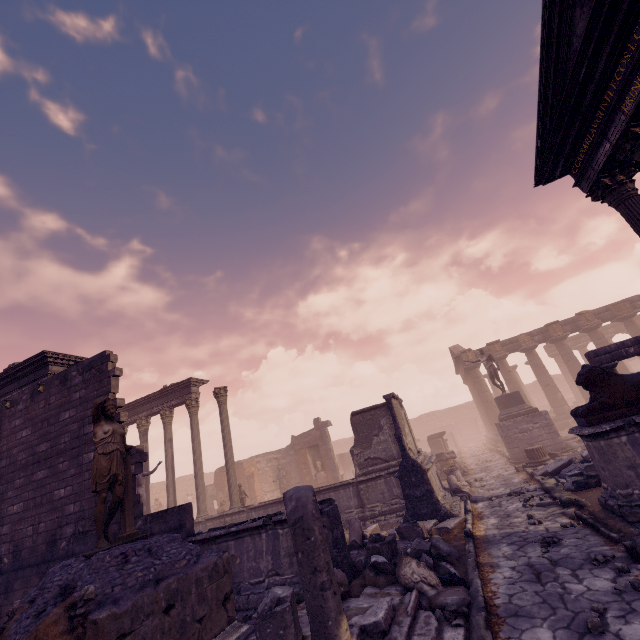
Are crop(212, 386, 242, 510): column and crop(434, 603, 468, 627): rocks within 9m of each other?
no

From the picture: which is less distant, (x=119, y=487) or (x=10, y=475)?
(x=119, y=487)

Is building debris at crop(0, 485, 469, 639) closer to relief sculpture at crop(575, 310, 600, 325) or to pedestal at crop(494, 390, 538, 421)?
pedestal at crop(494, 390, 538, 421)

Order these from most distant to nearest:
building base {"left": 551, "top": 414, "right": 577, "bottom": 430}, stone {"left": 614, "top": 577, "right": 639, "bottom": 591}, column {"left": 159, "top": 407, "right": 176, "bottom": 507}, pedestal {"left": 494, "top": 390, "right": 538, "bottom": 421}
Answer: building base {"left": 551, "top": 414, "right": 577, "bottom": 430} < pedestal {"left": 494, "top": 390, "right": 538, "bottom": 421} < column {"left": 159, "top": 407, "right": 176, "bottom": 507} < stone {"left": 614, "top": 577, "right": 639, "bottom": 591}

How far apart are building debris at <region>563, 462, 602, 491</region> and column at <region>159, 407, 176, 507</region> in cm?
1551

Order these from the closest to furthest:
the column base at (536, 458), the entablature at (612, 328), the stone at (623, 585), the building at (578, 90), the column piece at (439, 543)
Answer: the stone at (623, 585) < the building at (578, 90) < the column piece at (439, 543) < the column base at (536, 458) < the entablature at (612, 328)

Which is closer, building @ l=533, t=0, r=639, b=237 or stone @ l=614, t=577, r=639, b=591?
stone @ l=614, t=577, r=639, b=591

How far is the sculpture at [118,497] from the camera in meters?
4.6
